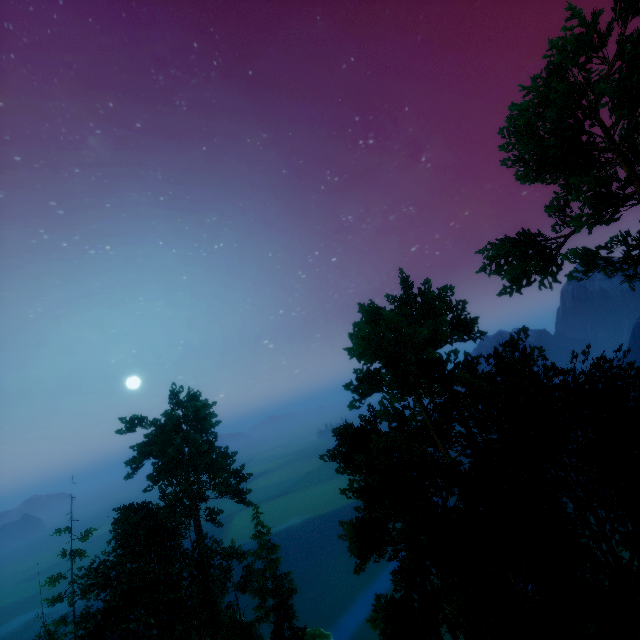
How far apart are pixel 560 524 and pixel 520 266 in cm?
1793

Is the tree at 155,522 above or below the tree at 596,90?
below

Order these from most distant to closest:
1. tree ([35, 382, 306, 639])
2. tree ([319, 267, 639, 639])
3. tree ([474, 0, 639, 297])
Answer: tree ([35, 382, 306, 639]), tree ([474, 0, 639, 297]), tree ([319, 267, 639, 639])

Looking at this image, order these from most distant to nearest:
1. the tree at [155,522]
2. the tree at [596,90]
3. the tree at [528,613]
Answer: the tree at [155,522] → the tree at [596,90] → the tree at [528,613]

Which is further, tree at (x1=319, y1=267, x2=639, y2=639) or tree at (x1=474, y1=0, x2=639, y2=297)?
tree at (x1=474, y1=0, x2=639, y2=297)

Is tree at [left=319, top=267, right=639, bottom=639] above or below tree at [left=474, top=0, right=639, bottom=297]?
below
